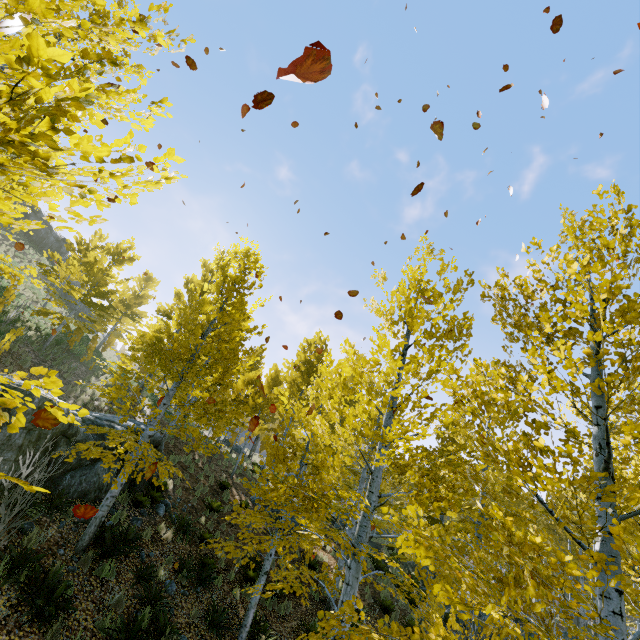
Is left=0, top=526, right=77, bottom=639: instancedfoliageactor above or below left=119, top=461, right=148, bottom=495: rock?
below

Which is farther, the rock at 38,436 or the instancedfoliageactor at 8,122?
the rock at 38,436

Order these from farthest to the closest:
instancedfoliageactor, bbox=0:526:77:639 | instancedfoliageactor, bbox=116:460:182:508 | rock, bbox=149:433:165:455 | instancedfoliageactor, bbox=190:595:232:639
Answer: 1. rock, bbox=149:433:165:455
2. instancedfoliageactor, bbox=190:595:232:639
3. instancedfoliageactor, bbox=116:460:182:508
4. instancedfoliageactor, bbox=0:526:77:639

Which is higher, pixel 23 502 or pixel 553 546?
pixel 553 546

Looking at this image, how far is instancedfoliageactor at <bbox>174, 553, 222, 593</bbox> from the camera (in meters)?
9.16

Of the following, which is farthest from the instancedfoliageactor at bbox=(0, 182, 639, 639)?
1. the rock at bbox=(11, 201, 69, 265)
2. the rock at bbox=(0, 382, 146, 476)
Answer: the rock at bbox=(11, 201, 69, 265)

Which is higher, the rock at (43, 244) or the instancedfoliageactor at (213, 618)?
the rock at (43, 244)

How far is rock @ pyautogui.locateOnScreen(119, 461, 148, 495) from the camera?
10.5m
